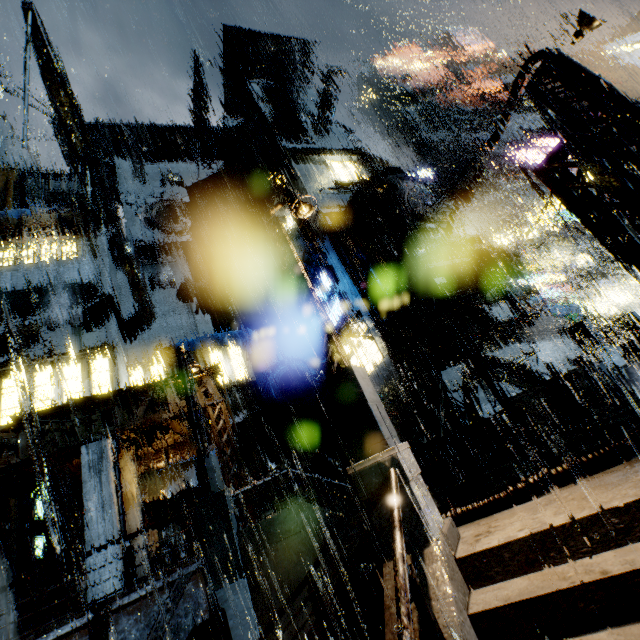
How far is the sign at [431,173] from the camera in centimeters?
3206cm

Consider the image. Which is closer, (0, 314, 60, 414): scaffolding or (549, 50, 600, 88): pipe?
(549, 50, 600, 88): pipe

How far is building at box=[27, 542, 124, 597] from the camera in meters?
12.0 m

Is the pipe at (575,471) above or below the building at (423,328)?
below

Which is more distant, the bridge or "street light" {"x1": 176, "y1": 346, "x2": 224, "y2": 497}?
the bridge

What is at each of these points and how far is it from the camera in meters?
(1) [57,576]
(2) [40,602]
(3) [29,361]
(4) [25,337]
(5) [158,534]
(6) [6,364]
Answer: (1) building, 17.4 m
(2) building, 14.6 m
(3) building, 17.5 m
(4) scaffolding, 18.0 m
(5) building, 19.2 m
(6) building, 17.1 m

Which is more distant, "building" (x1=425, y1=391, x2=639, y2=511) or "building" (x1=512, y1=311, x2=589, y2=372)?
"building" (x1=512, y1=311, x2=589, y2=372)

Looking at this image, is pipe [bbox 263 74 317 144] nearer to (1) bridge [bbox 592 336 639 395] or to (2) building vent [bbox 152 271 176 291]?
(2) building vent [bbox 152 271 176 291]
